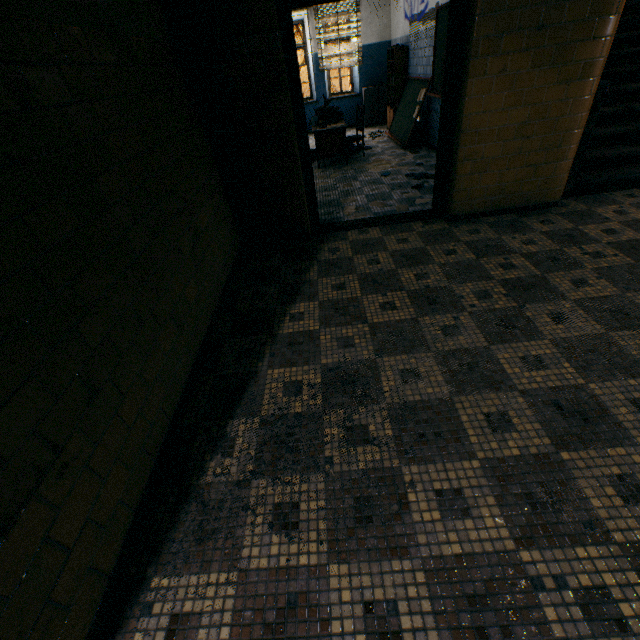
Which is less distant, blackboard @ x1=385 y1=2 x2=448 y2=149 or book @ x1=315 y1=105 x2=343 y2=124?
blackboard @ x1=385 y1=2 x2=448 y2=149

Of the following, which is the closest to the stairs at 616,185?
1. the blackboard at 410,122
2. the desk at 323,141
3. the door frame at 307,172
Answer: the blackboard at 410,122

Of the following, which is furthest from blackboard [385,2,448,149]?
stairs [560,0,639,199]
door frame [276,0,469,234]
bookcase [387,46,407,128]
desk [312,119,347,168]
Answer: door frame [276,0,469,234]

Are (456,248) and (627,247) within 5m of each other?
yes

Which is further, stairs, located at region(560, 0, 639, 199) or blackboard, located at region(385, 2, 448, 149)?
blackboard, located at region(385, 2, 448, 149)

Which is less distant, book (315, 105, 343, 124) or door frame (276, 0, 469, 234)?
door frame (276, 0, 469, 234)

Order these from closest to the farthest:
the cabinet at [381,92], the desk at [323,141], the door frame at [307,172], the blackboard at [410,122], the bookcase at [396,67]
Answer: the door frame at [307,172] < the blackboard at [410,122] < the desk at [323,141] < the bookcase at [396,67] < the cabinet at [381,92]

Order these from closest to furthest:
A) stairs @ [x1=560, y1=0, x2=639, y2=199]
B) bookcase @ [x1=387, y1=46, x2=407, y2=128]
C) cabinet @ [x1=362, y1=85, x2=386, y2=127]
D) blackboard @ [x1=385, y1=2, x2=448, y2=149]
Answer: stairs @ [x1=560, y1=0, x2=639, y2=199] < blackboard @ [x1=385, y1=2, x2=448, y2=149] < bookcase @ [x1=387, y1=46, x2=407, y2=128] < cabinet @ [x1=362, y1=85, x2=386, y2=127]
